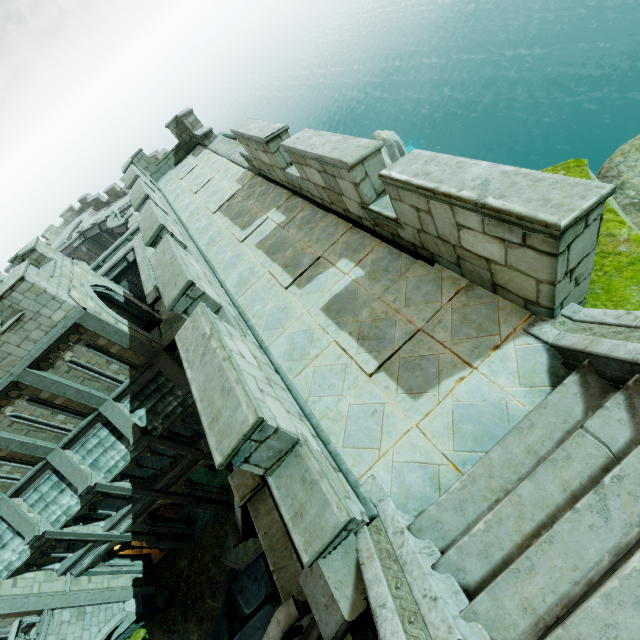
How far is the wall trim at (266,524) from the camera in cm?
700

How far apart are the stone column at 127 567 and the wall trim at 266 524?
16.5 meters

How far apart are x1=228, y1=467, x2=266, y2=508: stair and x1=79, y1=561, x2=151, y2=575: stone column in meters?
16.4 m

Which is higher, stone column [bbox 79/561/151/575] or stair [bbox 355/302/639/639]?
stair [bbox 355/302/639/639]

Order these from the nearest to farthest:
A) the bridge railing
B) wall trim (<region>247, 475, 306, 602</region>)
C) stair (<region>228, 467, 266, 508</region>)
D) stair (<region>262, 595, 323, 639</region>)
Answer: stair (<region>262, 595, 323, 639</region>), wall trim (<region>247, 475, 306, 602</region>), stair (<region>228, 467, 266, 508</region>), the bridge railing

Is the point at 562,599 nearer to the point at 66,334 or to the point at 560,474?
the point at 560,474

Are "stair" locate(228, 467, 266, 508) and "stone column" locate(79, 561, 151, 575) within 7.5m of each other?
no

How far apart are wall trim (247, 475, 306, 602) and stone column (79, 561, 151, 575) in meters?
16.5 m
